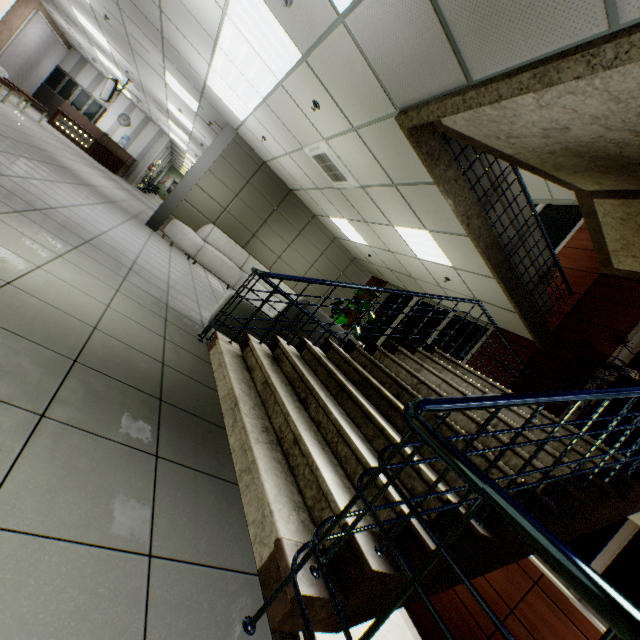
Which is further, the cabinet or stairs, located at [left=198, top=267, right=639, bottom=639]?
the cabinet

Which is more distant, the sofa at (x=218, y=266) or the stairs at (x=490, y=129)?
the sofa at (x=218, y=266)

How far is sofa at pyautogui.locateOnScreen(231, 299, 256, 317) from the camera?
3.77m

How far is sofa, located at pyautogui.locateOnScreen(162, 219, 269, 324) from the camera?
7.82m

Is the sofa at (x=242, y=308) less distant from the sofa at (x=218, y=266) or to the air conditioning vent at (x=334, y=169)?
the air conditioning vent at (x=334, y=169)

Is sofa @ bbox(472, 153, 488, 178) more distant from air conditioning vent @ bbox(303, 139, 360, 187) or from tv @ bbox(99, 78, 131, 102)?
tv @ bbox(99, 78, 131, 102)

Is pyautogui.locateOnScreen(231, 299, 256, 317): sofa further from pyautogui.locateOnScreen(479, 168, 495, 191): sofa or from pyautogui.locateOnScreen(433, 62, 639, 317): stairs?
pyautogui.locateOnScreen(479, 168, 495, 191): sofa

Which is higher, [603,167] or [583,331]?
[603,167]
